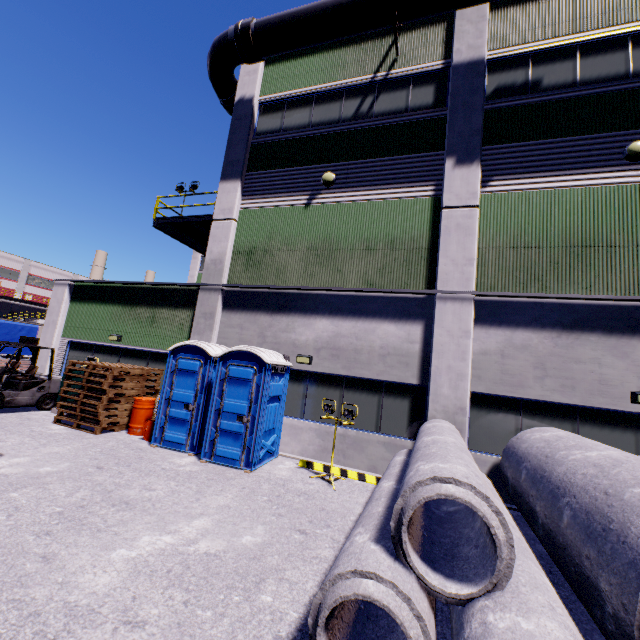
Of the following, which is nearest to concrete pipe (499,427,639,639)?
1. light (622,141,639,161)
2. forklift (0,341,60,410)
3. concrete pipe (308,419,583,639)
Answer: concrete pipe (308,419,583,639)

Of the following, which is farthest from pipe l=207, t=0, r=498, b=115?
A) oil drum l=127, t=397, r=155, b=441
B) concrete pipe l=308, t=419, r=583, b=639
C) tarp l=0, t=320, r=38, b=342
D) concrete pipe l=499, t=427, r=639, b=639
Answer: concrete pipe l=499, t=427, r=639, b=639

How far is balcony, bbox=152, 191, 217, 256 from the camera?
12.5 meters

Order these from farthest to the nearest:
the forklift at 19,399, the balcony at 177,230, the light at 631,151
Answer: the balcony at 177,230, the forklift at 19,399, the light at 631,151

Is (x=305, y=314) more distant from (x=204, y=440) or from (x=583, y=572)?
(x=583, y=572)

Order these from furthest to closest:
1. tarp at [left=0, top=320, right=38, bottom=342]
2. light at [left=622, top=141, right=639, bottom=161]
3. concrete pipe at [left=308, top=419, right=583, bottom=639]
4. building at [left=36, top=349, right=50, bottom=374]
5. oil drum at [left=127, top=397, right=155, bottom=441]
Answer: tarp at [left=0, top=320, right=38, bottom=342], building at [left=36, top=349, right=50, bottom=374], oil drum at [left=127, top=397, right=155, bottom=441], light at [left=622, top=141, right=639, bottom=161], concrete pipe at [left=308, top=419, right=583, bottom=639]

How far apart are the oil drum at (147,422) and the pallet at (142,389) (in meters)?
0.17

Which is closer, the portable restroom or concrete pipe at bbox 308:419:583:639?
→ concrete pipe at bbox 308:419:583:639
